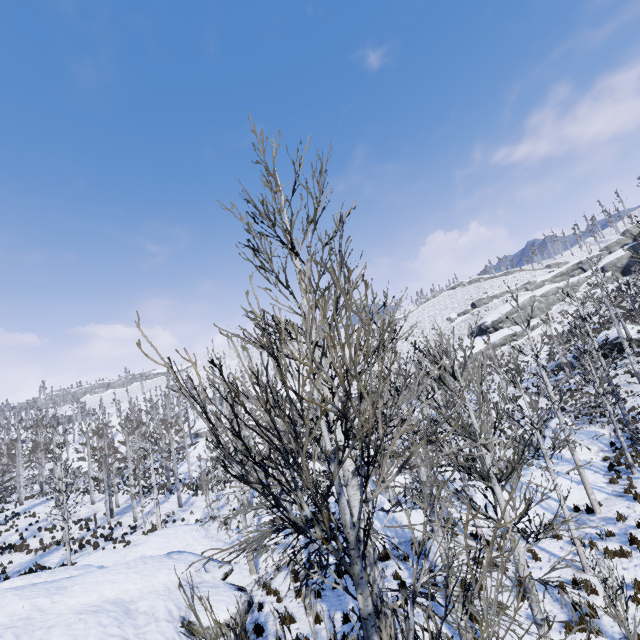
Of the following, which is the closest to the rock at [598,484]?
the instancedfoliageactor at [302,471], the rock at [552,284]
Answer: the instancedfoliageactor at [302,471]

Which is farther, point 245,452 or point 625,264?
point 625,264

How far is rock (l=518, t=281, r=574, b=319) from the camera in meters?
52.1 m

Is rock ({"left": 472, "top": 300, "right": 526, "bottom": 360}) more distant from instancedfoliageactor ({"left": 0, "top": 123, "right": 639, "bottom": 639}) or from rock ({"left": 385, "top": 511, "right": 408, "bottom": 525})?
rock ({"left": 385, "top": 511, "right": 408, "bottom": 525})

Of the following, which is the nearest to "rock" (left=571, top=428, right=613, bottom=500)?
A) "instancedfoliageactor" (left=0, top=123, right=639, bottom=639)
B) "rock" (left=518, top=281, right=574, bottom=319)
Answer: "instancedfoliageactor" (left=0, top=123, right=639, bottom=639)

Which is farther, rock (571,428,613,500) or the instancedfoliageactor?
rock (571,428,613,500)
